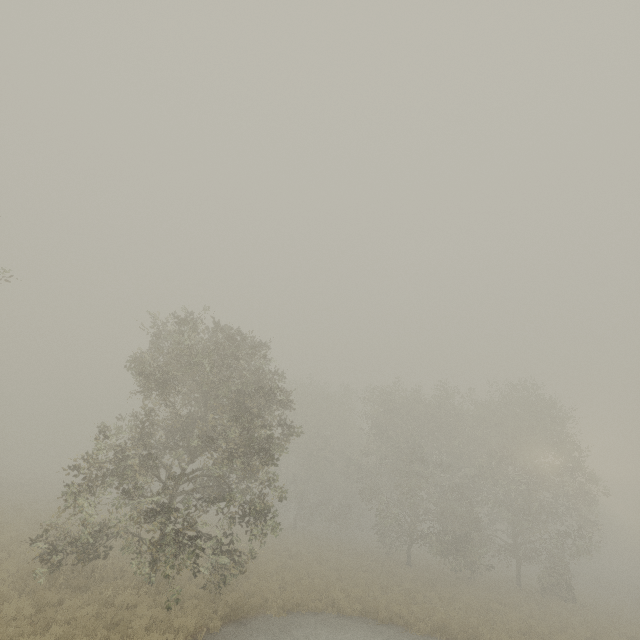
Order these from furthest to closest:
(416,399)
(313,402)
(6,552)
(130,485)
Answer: (313,402) < (130,485) < (416,399) < (6,552)
